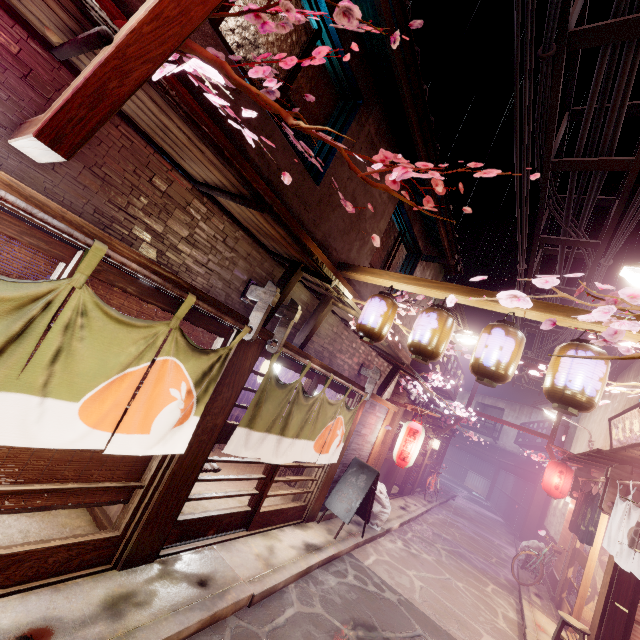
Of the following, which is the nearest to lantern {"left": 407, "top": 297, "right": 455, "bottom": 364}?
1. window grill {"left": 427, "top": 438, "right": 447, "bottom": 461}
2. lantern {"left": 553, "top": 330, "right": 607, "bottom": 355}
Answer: lantern {"left": 553, "top": 330, "right": 607, "bottom": 355}

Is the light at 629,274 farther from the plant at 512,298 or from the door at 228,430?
the door at 228,430

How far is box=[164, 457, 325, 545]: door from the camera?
7.68m

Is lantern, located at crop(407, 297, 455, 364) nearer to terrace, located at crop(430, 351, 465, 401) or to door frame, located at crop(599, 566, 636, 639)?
door frame, located at crop(599, 566, 636, 639)

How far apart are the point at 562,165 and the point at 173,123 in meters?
11.6

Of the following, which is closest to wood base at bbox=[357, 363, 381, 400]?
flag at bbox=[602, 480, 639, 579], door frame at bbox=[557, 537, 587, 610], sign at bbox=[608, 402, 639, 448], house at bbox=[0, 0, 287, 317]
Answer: house at bbox=[0, 0, 287, 317]

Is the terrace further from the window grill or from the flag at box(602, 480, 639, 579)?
the flag at box(602, 480, 639, 579)

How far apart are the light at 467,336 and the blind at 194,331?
11.70m
